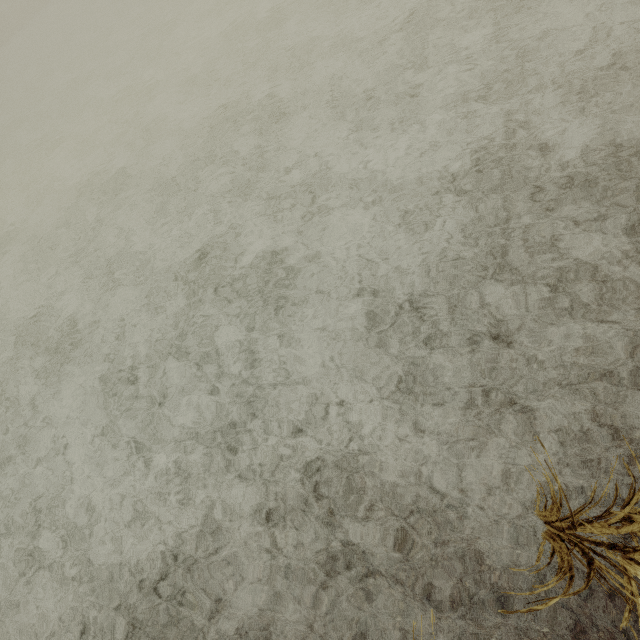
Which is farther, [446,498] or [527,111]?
[527,111]
